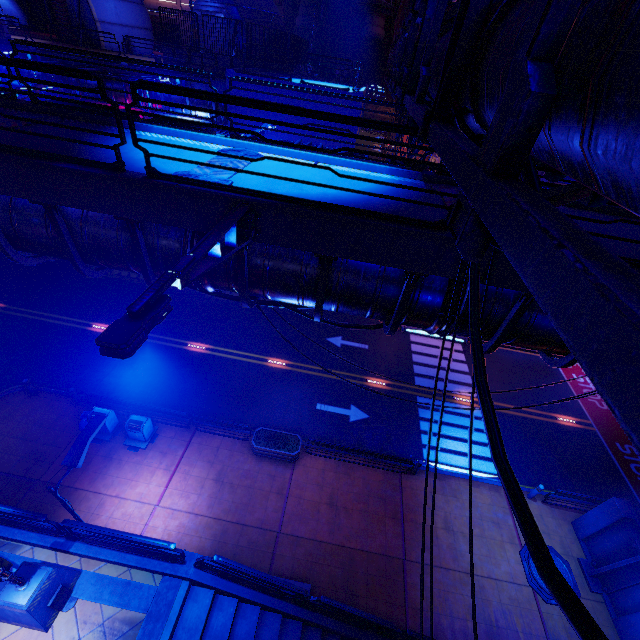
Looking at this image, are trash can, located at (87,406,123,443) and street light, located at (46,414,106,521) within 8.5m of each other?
yes

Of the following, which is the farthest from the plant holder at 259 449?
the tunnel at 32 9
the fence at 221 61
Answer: the tunnel at 32 9

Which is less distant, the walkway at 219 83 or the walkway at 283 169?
the walkway at 283 169

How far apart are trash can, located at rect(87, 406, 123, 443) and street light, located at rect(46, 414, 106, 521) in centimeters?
419cm

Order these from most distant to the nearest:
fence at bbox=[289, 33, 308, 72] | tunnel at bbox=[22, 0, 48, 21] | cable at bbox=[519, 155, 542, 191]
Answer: tunnel at bbox=[22, 0, 48, 21]
fence at bbox=[289, 33, 308, 72]
cable at bbox=[519, 155, 542, 191]

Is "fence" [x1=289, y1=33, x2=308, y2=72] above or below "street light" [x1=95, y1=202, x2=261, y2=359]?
above

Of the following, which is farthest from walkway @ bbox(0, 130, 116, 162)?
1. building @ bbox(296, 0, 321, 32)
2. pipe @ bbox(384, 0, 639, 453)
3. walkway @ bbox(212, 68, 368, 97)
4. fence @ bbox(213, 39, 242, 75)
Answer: building @ bbox(296, 0, 321, 32)

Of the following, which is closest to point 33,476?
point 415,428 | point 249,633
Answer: point 249,633
